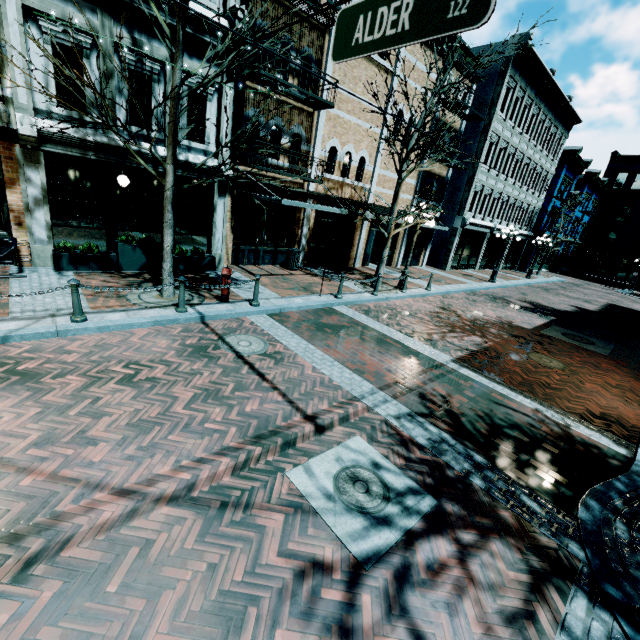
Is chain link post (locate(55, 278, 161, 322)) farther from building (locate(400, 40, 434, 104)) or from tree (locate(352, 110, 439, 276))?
building (locate(400, 40, 434, 104))

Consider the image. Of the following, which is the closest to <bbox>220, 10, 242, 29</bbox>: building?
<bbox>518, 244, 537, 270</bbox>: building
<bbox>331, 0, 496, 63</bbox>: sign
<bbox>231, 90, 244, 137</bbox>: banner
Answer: <bbox>231, 90, 244, 137</bbox>: banner

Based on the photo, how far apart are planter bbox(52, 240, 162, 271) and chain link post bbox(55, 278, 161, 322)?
3.44m

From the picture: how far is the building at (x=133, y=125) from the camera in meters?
9.2 m

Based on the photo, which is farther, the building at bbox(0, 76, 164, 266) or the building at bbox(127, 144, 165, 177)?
the building at bbox(127, 144, 165, 177)

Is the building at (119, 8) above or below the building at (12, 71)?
above

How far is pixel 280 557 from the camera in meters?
3.0 m

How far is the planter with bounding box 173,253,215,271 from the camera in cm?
Answer: 1077
